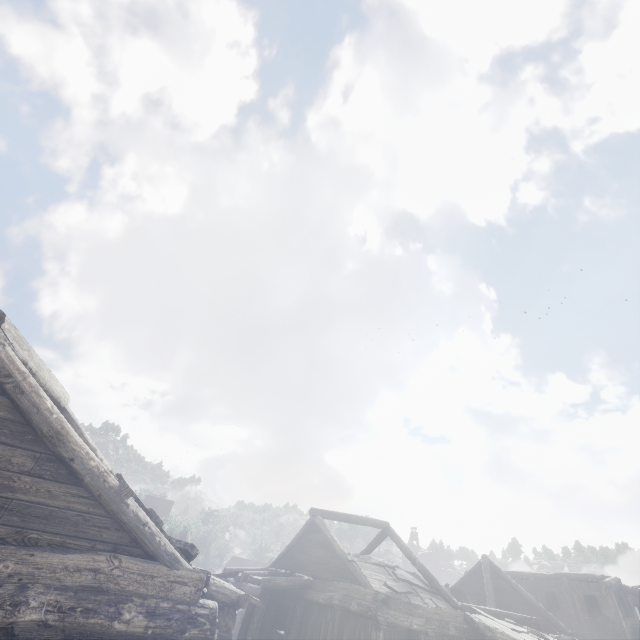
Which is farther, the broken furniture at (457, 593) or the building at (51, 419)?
the broken furniture at (457, 593)

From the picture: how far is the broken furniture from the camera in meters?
19.4 m

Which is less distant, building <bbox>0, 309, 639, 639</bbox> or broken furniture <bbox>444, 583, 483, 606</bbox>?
building <bbox>0, 309, 639, 639</bbox>

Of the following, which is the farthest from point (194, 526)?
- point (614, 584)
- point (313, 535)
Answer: point (614, 584)

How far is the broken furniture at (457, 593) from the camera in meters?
19.4
